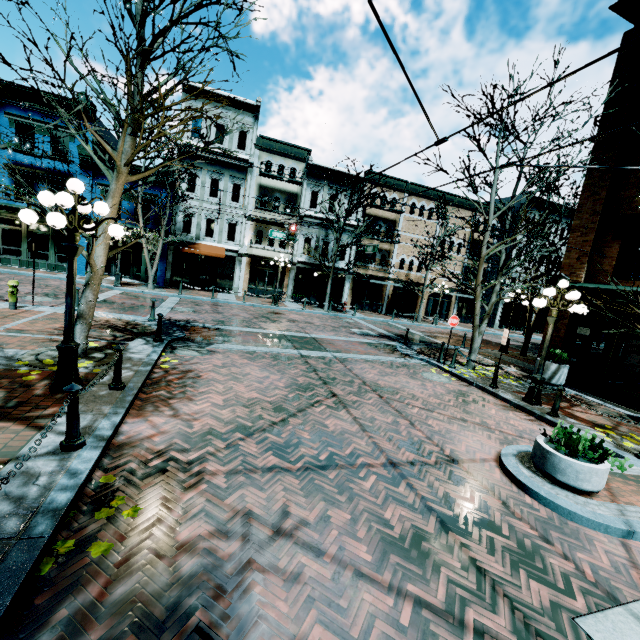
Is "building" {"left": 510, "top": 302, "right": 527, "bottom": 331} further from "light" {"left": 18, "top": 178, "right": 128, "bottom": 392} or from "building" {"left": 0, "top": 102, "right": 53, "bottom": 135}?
"light" {"left": 18, "top": 178, "right": 128, "bottom": 392}

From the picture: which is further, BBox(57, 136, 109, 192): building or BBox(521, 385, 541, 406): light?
BBox(57, 136, 109, 192): building

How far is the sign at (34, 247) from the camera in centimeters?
1102cm

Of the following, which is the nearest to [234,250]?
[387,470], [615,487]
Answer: [387,470]

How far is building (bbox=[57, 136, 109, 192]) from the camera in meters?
20.5

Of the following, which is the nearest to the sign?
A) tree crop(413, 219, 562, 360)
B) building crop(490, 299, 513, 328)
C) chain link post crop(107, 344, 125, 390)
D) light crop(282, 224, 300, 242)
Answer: chain link post crop(107, 344, 125, 390)

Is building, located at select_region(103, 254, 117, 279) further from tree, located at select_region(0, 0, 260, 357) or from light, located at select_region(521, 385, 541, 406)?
light, located at select_region(521, 385, 541, 406)

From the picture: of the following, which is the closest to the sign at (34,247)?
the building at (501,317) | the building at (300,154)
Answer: the building at (300,154)
